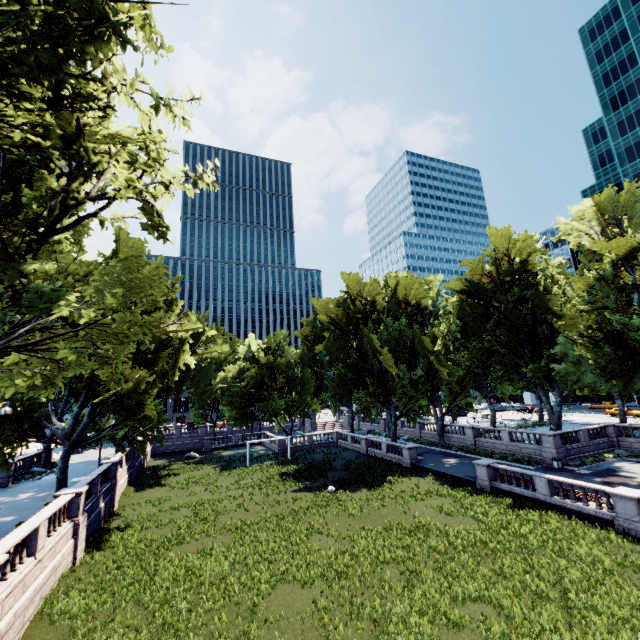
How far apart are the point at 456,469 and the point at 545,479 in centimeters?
1069cm
